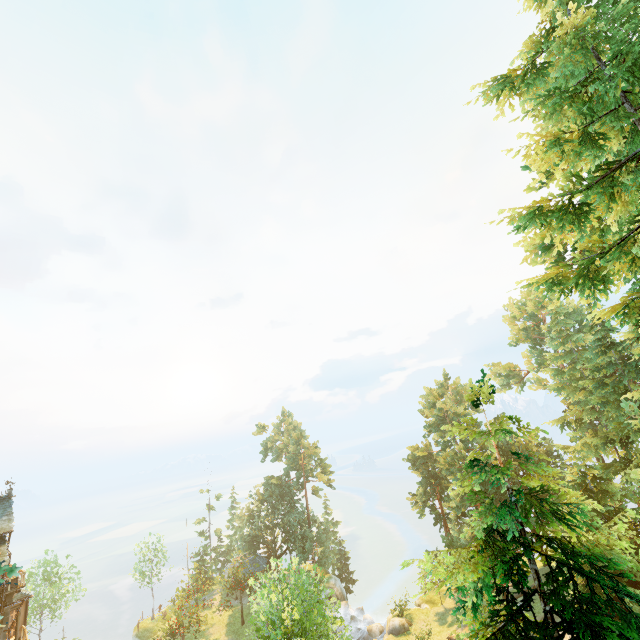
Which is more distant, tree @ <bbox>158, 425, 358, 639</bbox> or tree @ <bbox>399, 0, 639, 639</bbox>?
tree @ <bbox>158, 425, 358, 639</bbox>

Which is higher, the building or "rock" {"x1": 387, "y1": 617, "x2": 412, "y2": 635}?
the building

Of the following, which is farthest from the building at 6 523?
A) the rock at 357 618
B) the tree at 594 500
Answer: the rock at 357 618

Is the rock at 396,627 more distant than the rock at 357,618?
No

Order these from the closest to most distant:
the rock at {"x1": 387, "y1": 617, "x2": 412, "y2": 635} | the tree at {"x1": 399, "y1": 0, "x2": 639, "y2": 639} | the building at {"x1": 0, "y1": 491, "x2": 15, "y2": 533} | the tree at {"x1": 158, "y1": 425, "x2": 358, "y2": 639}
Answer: Result: the tree at {"x1": 399, "y1": 0, "x2": 639, "y2": 639}, the tree at {"x1": 158, "y1": 425, "x2": 358, "y2": 639}, the building at {"x1": 0, "y1": 491, "x2": 15, "y2": 533}, the rock at {"x1": 387, "y1": 617, "x2": 412, "y2": 635}

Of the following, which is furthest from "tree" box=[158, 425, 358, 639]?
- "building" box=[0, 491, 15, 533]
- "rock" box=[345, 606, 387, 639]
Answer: "building" box=[0, 491, 15, 533]

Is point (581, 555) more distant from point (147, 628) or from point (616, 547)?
point (147, 628)

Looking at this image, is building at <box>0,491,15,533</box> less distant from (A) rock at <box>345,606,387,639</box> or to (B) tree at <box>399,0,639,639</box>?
(B) tree at <box>399,0,639,639</box>
